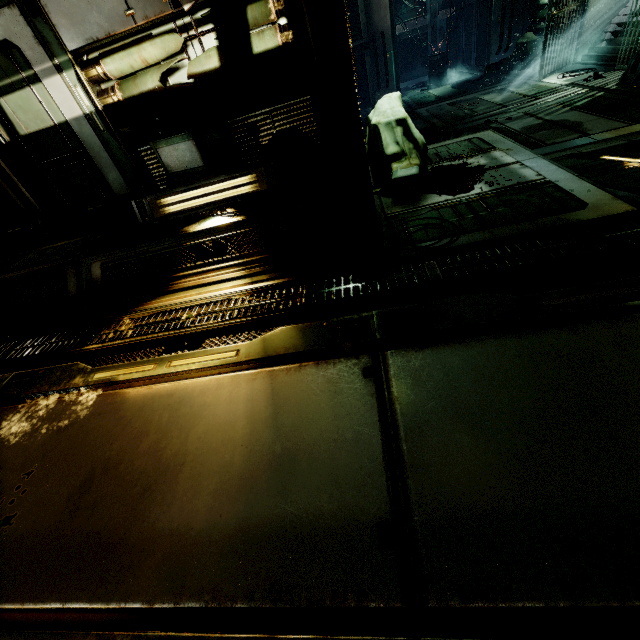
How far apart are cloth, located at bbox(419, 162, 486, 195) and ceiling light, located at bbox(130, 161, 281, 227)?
1.78m

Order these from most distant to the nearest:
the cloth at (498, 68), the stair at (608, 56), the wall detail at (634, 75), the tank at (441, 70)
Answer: the tank at (441, 70)
the cloth at (498, 68)
the stair at (608, 56)
the wall detail at (634, 75)

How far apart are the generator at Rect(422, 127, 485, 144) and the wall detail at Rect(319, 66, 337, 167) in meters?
3.8

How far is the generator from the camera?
6.57m

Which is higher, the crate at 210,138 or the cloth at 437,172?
the crate at 210,138

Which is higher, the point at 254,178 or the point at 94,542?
the point at 254,178

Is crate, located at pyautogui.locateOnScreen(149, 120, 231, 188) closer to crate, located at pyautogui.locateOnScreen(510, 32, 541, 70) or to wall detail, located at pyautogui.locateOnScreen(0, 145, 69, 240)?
wall detail, located at pyautogui.locateOnScreen(0, 145, 69, 240)

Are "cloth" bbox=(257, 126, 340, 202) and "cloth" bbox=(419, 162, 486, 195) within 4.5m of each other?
yes
